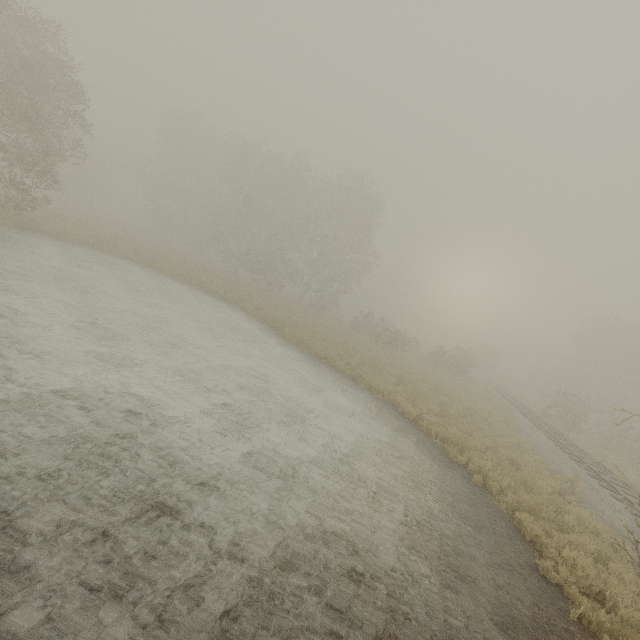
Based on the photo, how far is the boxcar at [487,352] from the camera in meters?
52.1

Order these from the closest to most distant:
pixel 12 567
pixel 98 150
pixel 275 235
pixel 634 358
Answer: pixel 12 567 → pixel 634 358 → pixel 275 235 → pixel 98 150

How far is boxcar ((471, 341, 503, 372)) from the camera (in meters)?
52.12

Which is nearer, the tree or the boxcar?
the tree

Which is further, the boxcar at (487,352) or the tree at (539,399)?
the boxcar at (487,352)
